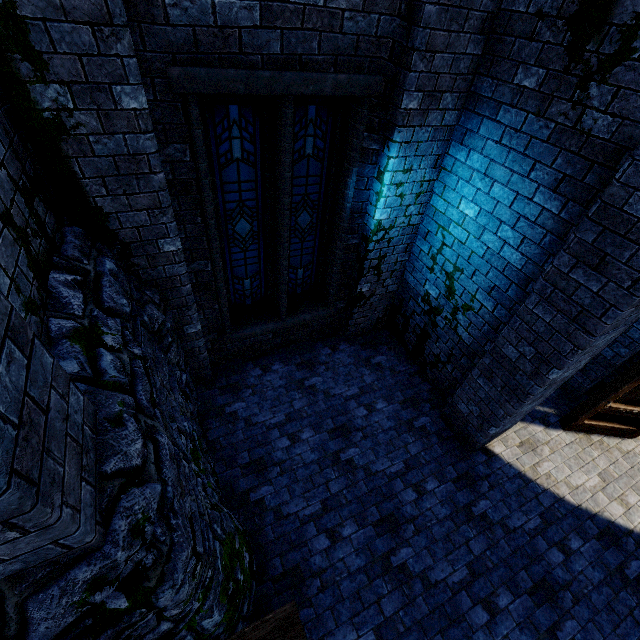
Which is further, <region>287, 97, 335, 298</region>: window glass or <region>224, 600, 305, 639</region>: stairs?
<region>287, 97, 335, 298</region>: window glass

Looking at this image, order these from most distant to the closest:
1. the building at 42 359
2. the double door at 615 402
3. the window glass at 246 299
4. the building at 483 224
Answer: the double door at 615 402, the window glass at 246 299, the building at 483 224, the building at 42 359

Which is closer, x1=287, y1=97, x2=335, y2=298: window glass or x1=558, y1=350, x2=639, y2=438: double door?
x1=287, y1=97, x2=335, y2=298: window glass

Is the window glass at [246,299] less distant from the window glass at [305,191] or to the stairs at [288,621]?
the window glass at [305,191]

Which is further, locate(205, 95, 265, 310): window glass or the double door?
the double door

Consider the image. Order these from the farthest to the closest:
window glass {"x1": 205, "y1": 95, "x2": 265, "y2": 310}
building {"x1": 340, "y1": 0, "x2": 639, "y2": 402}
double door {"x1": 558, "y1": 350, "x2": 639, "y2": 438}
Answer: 1. double door {"x1": 558, "y1": 350, "x2": 639, "y2": 438}
2. window glass {"x1": 205, "y1": 95, "x2": 265, "y2": 310}
3. building {"x1": 340, "y1": 0, "x2": 639, "y2": 402}

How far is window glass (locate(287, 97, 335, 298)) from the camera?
4.13m

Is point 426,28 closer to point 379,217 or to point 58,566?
point 379,217
